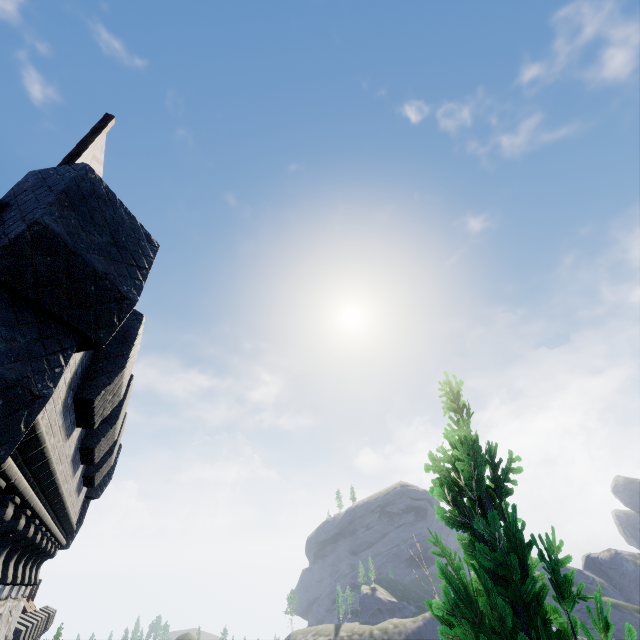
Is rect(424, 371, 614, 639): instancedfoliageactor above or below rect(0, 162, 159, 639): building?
below

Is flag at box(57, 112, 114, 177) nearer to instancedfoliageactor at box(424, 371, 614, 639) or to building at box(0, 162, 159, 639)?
building at box(0, 162, 159, 639)

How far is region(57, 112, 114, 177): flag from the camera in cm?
600

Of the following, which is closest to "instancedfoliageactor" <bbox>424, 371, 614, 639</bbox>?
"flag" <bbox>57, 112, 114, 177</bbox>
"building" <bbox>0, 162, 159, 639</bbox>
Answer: "building" <bbox>0, 162, 159, 639</bbox>

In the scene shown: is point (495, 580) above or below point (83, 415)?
below

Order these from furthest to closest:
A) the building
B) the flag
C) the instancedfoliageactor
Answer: the flag
the building
the instancedfoliageactor

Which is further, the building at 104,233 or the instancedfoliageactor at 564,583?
the building at 104,233

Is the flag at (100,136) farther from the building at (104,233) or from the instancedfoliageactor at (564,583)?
the instancedfoliageactor at (564,583)
